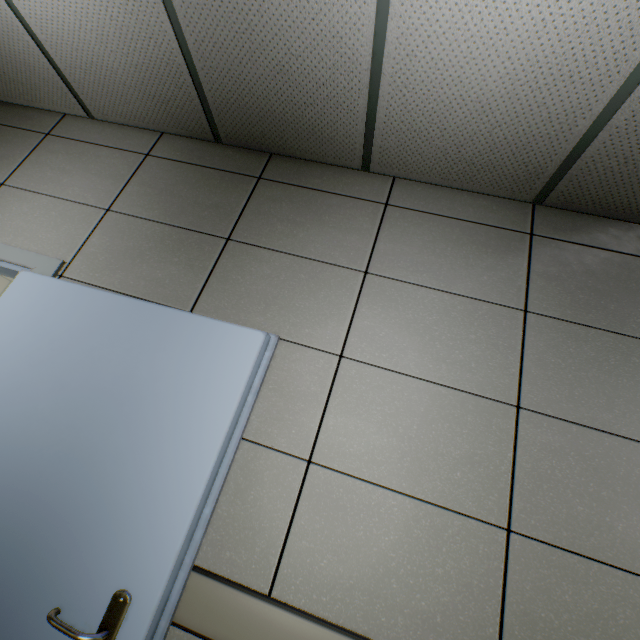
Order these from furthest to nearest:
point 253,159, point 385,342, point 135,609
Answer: point 253,159
point 385,342
point 135,609
